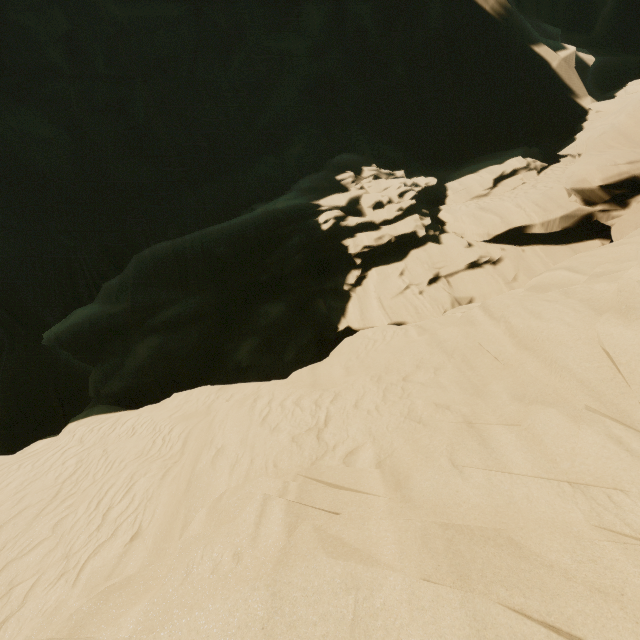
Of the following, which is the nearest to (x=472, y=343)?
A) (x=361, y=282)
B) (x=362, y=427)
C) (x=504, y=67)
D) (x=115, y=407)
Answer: (x=362, y=427)
